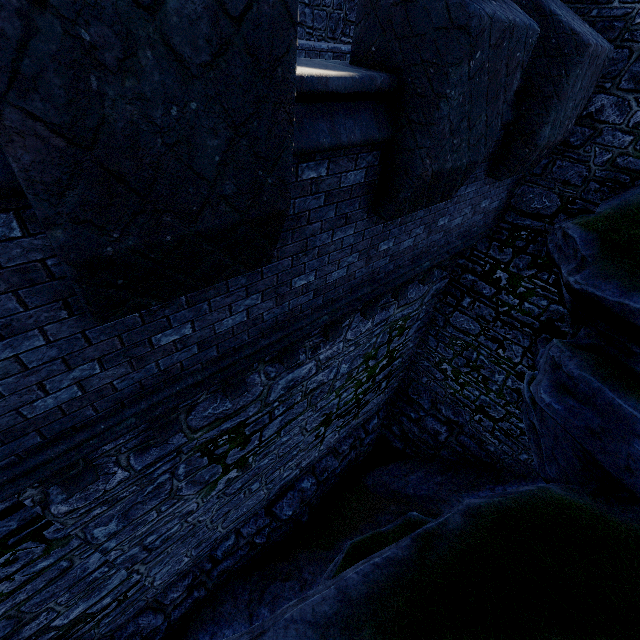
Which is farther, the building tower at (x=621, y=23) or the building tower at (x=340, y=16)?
the building tower at (x=340, y=16)

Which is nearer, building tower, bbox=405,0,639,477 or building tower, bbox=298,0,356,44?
building tower, bbox=405,0,639,477

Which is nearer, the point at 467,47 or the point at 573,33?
the point at 467,47
